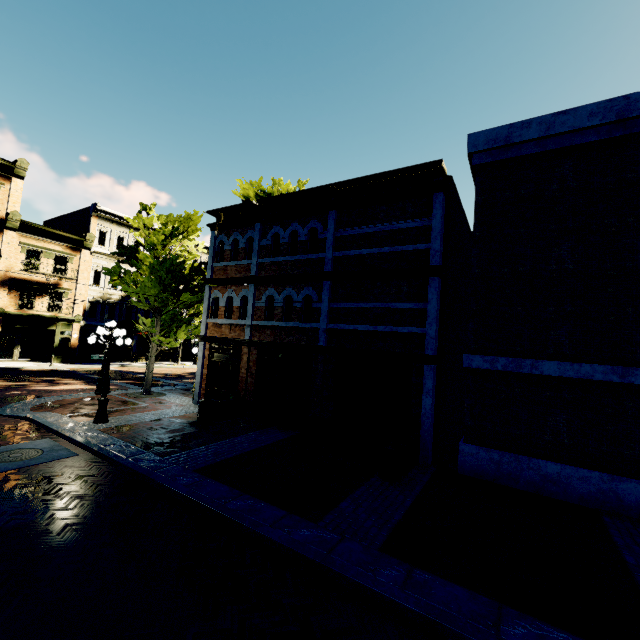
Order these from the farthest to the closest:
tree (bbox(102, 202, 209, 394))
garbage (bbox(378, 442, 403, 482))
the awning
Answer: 1. the awning
2. tree (bbox(102, 202, 209, 394))
3. garbage (bbox(378, 442, 403, 482))

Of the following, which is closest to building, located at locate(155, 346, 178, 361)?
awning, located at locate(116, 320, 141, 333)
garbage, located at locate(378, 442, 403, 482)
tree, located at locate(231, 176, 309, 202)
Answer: awning, located at locate(116, 320, 141, 333)

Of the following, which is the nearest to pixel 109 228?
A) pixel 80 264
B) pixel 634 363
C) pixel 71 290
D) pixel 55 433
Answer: pixel 80 264

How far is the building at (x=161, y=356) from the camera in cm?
3507

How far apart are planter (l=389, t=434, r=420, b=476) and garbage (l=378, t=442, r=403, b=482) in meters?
0.1

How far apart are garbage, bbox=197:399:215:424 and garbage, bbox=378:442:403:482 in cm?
682

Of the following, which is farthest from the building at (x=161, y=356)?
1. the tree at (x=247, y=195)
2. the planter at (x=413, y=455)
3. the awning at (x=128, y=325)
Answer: the planter at (x=413, y=455)

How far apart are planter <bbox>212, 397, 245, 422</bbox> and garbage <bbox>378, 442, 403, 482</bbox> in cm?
680
